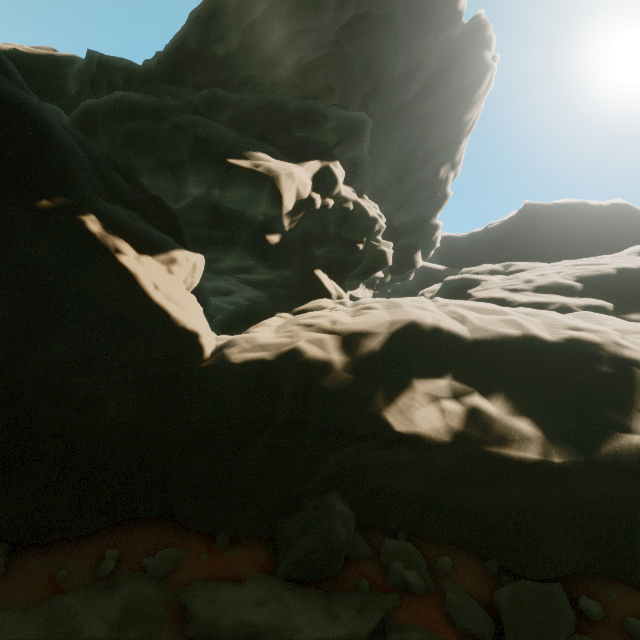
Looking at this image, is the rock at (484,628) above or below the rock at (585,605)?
below

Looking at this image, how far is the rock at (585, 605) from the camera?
4.84m

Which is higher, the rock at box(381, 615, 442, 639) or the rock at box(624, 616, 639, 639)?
the rock at box(624, 616, 639, 639)

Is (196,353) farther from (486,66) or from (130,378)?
(486,66)

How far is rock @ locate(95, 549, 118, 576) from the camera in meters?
5.7

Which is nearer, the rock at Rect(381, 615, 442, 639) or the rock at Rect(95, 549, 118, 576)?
the rock at Rect(381, 615, 442, 639)
